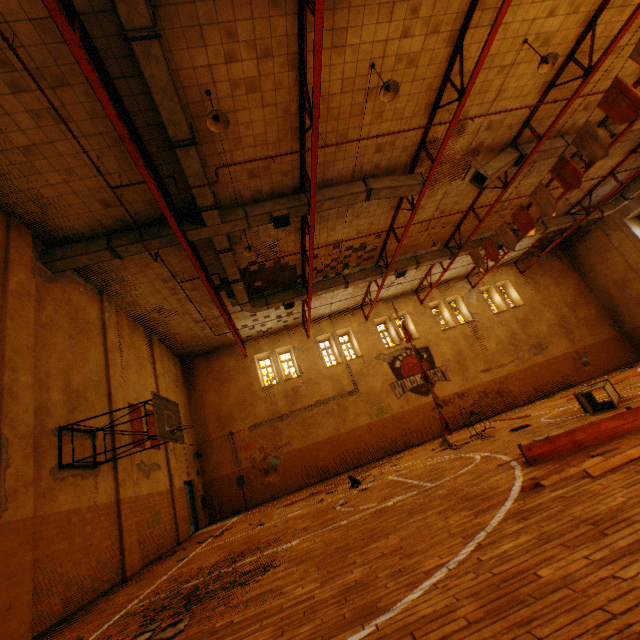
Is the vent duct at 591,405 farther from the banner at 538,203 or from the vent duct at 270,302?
the vent duct at 270,302

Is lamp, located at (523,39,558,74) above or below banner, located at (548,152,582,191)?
above

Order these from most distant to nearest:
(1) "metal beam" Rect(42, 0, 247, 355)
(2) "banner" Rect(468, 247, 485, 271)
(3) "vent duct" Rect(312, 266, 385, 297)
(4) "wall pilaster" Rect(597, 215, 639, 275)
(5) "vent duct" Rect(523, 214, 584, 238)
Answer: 1. (4) "wall pilaster" Rect(597, 215, 639, 275)
2. (5) "vent duct" Rect(523, 214, 584, 238)
3. (3) "vent duct" Rect(312, 266, 385, 297)
4. (2) "banner" Rect(468, 247, 485, 271)
5. (1) "metal beam" Rect(42, 0, 247, 355)

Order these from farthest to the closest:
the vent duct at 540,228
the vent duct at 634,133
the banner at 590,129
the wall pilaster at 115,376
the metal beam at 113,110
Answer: the vent duct at 540,228, the vent duct at 634,133, the wall pilaster at 115,376, the banner at 590,129, the metal beam at 113,110

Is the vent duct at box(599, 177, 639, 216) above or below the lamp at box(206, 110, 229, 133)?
above

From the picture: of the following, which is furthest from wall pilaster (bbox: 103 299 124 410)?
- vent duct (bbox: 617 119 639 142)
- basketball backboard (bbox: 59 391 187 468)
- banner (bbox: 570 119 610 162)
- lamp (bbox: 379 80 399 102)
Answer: banner (bbox: 570 119 610 162)

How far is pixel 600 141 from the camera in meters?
9.0

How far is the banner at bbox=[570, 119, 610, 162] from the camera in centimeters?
896cm
